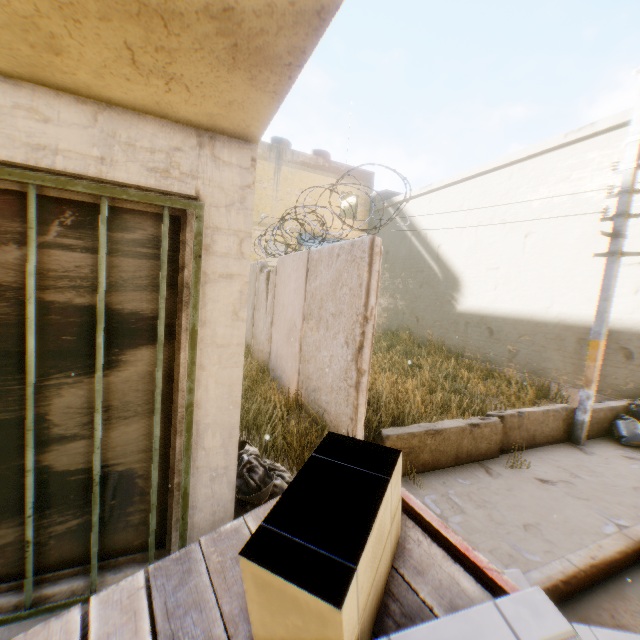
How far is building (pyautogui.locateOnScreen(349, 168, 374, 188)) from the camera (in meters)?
17.97

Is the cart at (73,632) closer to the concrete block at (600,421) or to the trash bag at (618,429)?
the trash bag at (618,429)

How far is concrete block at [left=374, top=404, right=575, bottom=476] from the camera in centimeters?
462cm

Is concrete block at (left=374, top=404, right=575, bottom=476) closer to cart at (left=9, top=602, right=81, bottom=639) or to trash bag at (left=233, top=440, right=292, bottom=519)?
trash bag at (left=233, top=440, right=292, bottom=519)

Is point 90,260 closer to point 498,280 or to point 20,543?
point 20,543

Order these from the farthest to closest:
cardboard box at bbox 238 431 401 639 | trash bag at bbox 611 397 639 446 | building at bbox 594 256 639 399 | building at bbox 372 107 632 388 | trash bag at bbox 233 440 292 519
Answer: building at bbox 372 107 632 388 < building at bbox 594 256 639 399 < trash bag at bbox 611 397 639 446 < trash bag at bbox 233 440 292 519 < cardboard box at bbox 238 431 401 639

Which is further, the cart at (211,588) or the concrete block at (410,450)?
the concrete block at (410,450)
